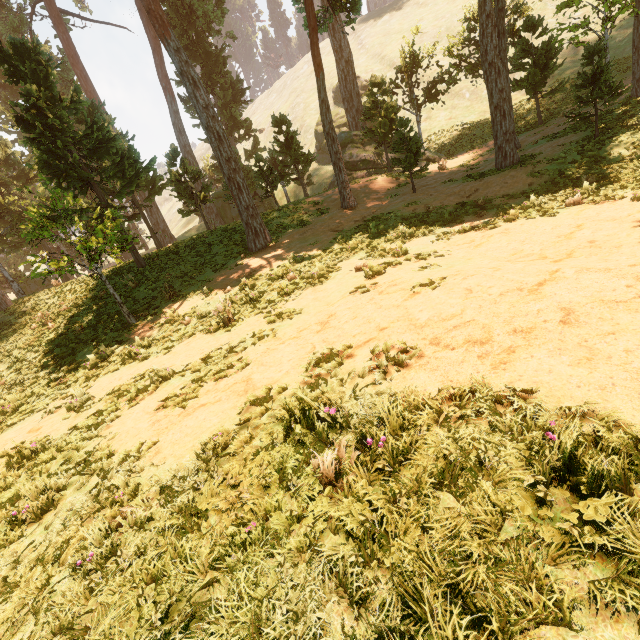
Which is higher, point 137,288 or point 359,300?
point 137,288
